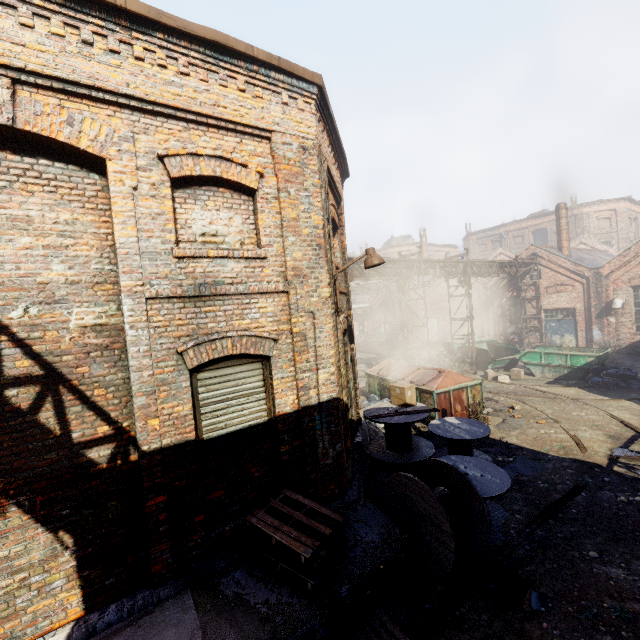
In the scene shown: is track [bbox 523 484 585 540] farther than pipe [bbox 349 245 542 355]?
No

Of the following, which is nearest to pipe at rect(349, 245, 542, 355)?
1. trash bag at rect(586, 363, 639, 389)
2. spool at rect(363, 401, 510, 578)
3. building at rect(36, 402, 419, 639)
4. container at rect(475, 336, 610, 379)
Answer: building at rect(36, 402, 419, 639)

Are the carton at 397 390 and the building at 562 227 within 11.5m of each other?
no

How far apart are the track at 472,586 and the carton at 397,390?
3.0 meters

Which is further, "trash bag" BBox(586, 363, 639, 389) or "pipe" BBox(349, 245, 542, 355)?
"pipe" BBox(349, 245, 542, 355)

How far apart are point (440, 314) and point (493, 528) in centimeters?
2479cm

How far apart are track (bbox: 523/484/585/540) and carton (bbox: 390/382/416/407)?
2.97m

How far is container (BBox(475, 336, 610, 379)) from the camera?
14.9m
